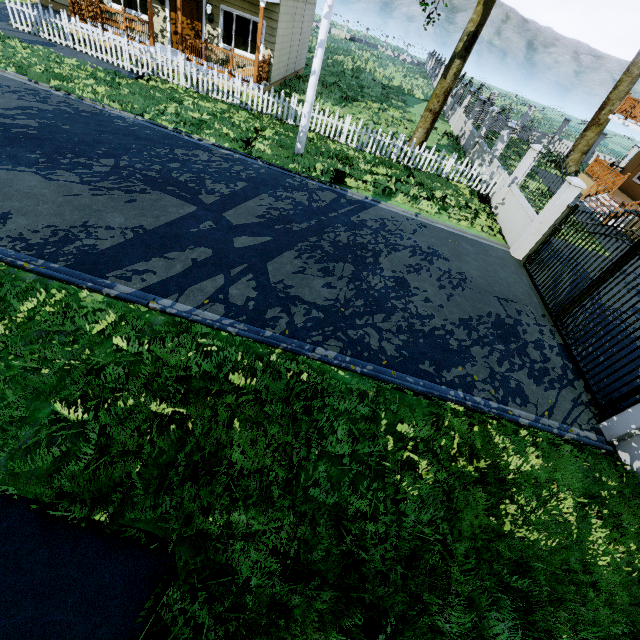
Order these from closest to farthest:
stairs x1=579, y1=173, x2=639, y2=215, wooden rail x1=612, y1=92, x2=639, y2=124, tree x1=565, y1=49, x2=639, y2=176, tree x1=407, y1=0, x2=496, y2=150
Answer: tree x1=407, y1=0, x2=496, y2=150
stairs x1=579, y1=173, x2=639, y2=215
wooden rail x1=612, y1=92, x2=639, y2=124
tree x1=565, y1=49, x2=639, y2=176

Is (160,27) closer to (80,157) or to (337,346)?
(80,157)

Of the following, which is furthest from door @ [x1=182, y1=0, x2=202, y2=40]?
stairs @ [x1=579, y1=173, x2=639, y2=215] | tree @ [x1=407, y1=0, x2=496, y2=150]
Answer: stairs @ [x1=579, y1=173, x2=639, y2=215]

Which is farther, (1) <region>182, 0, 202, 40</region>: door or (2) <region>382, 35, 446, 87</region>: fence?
(2) <region>382, 35, 446, 87</region>: fence

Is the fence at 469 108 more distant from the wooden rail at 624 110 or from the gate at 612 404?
the wooden rail at 624 110

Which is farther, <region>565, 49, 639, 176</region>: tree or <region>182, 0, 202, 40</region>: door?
<region>565, 49, 639, 176</region>: tree

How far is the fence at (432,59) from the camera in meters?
33.6

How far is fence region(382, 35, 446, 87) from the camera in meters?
33.6 m
